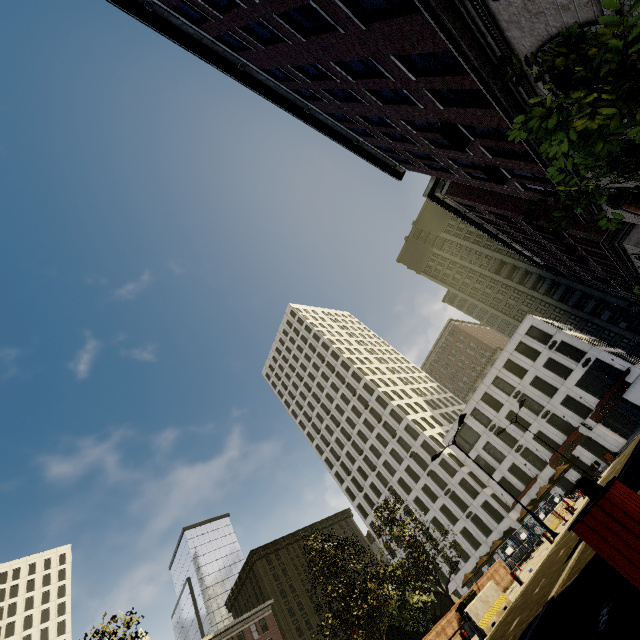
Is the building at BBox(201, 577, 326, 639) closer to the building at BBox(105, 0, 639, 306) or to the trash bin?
the building at BBox(105, 0, 639, 306)

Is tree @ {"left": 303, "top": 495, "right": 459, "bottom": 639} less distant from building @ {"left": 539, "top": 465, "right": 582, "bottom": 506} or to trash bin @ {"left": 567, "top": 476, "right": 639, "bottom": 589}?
trash bin @ {"left": 567, "top": 476, "right": 639, "bottom": 589}

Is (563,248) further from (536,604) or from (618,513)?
(618,513)

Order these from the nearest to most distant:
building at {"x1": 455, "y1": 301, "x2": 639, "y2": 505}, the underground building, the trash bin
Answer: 1. the trash bin
2. the underground building
3. building at {"x1": 455, "y1": 301, "x2": 639, "y2": 505}

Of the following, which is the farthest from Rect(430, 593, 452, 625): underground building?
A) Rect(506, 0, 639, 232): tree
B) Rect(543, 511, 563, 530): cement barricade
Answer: Rect(543, 511, 563, 530): cement barricade

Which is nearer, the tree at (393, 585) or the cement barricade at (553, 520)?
the tree at (393, 585)

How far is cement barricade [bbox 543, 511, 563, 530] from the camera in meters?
24.9 m

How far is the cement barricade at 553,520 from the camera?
24.9 meters
